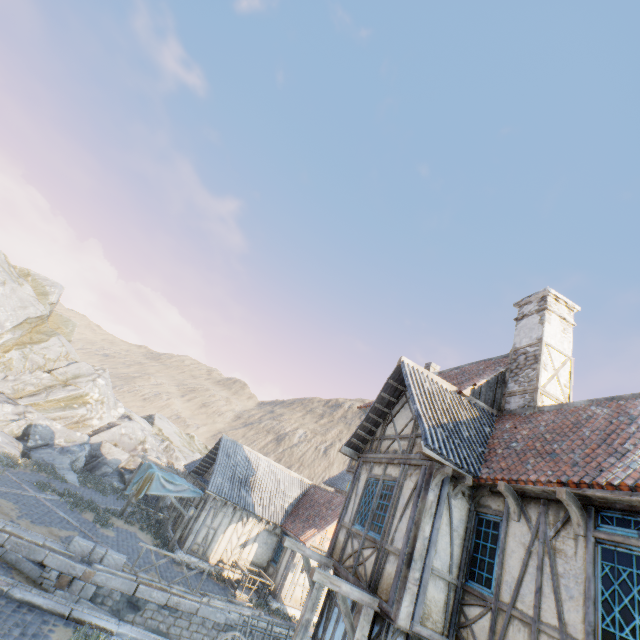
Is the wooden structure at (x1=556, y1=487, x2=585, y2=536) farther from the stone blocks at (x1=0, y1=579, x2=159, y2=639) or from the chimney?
the stone blocks at (x1=0, y1=579, x2=159, y2=639)

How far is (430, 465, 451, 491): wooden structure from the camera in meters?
6.9 m

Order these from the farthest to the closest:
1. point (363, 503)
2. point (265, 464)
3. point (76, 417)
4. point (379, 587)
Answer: point (76, 417) < point (265, 464) < point (363, 503) < point (379, 587)

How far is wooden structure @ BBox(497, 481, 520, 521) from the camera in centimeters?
609cm

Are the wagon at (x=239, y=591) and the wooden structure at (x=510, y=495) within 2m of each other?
no

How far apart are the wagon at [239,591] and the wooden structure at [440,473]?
14.2 meters

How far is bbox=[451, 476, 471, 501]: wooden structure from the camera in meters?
6.9 m

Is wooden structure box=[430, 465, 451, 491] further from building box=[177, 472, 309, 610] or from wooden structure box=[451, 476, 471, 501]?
building box=[177, 472, 309, 610]
